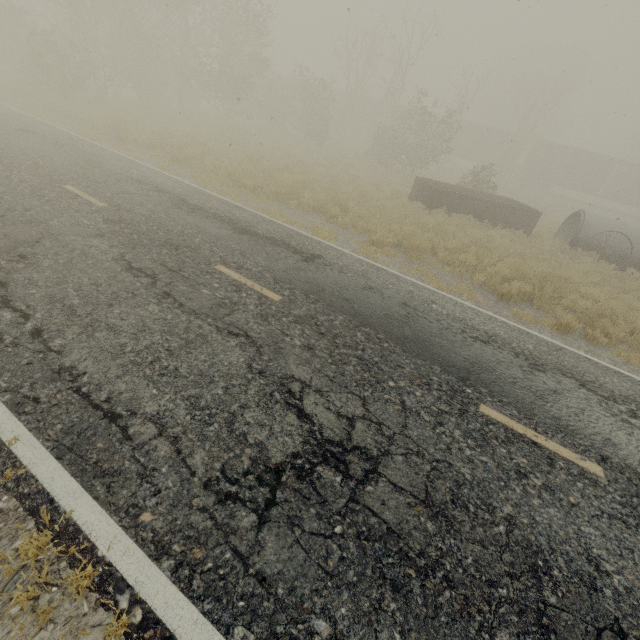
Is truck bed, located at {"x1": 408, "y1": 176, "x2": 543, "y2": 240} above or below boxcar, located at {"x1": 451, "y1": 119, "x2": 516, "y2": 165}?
below

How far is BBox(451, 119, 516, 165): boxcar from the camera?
36.7 meters

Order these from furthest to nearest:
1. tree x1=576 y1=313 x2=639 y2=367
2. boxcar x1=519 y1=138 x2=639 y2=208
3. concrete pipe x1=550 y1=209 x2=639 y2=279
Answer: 1. boxcar x1=519 y1=138 x2=639 y2=208
2. concrete pipe x1=550 y1=209 x2=639 y2=279
3. tree x1=576 y1=313 x2=639 y2=367

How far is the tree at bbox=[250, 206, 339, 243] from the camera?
9.19m

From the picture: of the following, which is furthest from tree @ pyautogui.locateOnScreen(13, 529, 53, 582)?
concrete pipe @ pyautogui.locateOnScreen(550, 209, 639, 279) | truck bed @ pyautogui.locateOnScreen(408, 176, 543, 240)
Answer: concrete pipe @ pyautogui.locateOnScreen(550, 209, 639, 279)

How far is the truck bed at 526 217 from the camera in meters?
15.0

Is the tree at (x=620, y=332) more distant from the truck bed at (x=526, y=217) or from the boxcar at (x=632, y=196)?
the boxcar at (x=632, y=196)

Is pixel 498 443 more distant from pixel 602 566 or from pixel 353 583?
pixel 353 583
